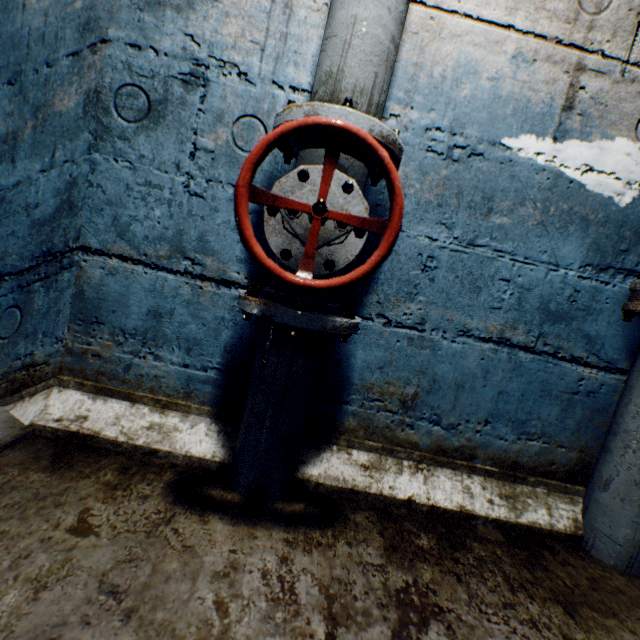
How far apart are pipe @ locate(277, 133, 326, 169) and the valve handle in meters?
0.2

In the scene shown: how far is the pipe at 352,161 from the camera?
0.8m

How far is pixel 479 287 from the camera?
1.11m

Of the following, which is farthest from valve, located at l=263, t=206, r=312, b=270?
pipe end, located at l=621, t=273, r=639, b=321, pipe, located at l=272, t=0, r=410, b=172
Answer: pipe end, located at l=621, t=273, r=639, b=321

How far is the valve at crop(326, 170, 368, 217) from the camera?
0.7m

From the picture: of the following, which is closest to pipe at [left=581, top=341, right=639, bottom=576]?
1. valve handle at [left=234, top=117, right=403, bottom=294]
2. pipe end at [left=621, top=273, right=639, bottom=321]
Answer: pipe end at [left=621, top=273, right=639, bottom=321]

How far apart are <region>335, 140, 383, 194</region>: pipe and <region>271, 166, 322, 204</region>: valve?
0.0m

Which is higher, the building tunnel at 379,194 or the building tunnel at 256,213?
the building tunnel at 379,194
